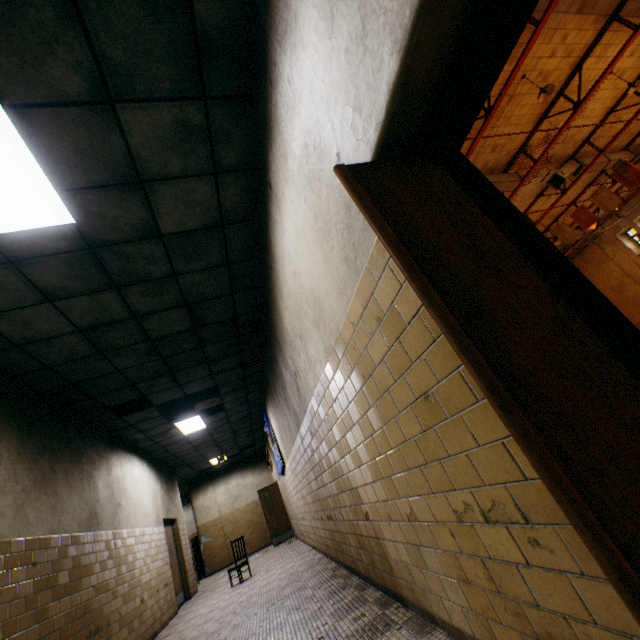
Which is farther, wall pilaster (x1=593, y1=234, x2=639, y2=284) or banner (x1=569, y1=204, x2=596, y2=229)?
wall pilaster (x1=593, y1=234, x2=639, y2=284)

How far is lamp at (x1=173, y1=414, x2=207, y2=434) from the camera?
8.5 meters

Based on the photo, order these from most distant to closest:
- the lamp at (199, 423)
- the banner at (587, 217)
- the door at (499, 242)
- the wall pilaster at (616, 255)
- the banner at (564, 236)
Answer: the wall pilaster at (616, 255)
the banner at (564, 236)
the banner at (587, 217)
the lamp at (199, 423)
the door at (499, 242)

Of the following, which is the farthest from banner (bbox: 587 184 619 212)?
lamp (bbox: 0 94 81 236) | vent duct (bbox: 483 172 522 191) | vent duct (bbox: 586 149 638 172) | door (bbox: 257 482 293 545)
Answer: lamp (bbox: 0 94 81 236)

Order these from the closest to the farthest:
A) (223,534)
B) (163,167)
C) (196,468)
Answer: (163,167) → (196,468) → (223,534)

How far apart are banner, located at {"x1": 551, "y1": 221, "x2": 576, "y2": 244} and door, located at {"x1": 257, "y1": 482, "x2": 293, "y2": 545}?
17.3 meters

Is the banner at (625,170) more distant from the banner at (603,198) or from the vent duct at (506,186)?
the vent duct at (506,186)

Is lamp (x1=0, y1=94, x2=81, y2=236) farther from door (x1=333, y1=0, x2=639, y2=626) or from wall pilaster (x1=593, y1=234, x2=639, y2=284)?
wall pilaster (x1=593, y1=234, x2=639, y2=284)
